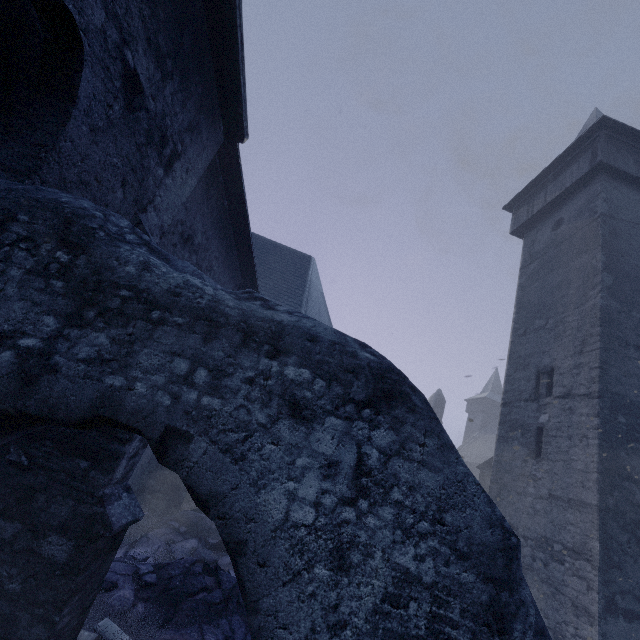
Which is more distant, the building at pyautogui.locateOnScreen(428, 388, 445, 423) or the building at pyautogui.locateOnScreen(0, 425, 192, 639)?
the building at pyautogui.locateOnScreen(428, 388, 445, 423)

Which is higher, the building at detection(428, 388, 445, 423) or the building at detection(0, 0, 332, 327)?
the building at detection(428, 388, 445, 423)

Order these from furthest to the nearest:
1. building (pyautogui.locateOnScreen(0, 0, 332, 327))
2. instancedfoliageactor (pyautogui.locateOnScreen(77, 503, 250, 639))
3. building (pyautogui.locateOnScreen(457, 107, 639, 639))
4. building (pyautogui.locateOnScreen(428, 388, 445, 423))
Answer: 1. building (pyautogui.locateOnScreen(428, 388, 445, 423))
2. building (pyautogui.locateOnScreen(457, 107, 639, 639))
3. instancedfoliageactor (pyautogui.locateOnScreen(77, 503, 250, 639))
4. building (pyautogui.locateOnScreen(0, 0, 332, 327))

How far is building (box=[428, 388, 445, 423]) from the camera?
33.1m

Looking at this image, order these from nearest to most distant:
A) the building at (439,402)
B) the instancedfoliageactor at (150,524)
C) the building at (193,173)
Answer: the building at (193,173) → the instancedfoliageactor at (150,524) → the building at (439,402)

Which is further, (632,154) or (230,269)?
(632,154)

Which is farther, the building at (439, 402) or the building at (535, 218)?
the building at (439, 402)
